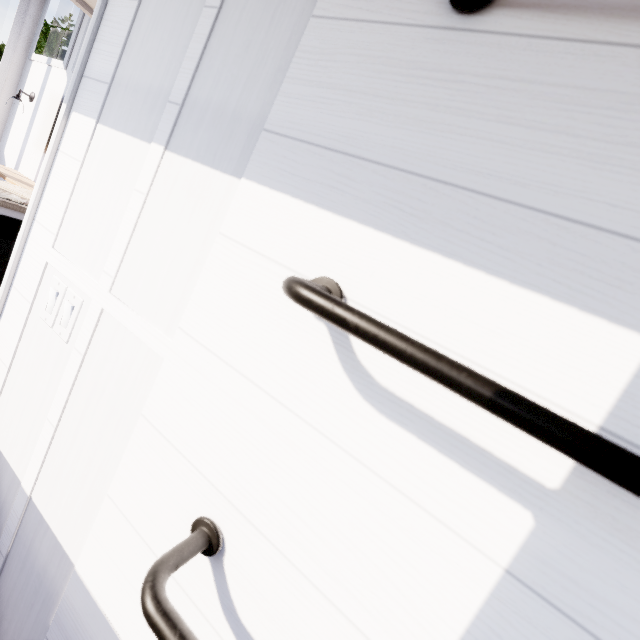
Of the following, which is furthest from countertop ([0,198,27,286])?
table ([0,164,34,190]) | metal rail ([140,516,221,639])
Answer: metal rail ([140,516,221,639])

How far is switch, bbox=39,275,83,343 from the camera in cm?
86

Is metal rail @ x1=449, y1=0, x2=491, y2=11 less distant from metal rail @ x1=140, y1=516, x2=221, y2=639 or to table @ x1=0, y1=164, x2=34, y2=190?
metal rail @ x1=140, y1=516, x2=221, y2=639

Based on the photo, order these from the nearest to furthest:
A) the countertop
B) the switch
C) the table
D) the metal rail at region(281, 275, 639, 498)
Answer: the metal rail at region(281, 275, 639, 498)
the switch
the countertop
the table

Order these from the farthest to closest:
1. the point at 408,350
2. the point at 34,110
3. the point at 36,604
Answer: the point at 34,110
the point at 36,604
the point at 408,350

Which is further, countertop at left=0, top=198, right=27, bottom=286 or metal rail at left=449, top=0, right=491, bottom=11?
countertop at left=0, top=198, right=27, bottom=286

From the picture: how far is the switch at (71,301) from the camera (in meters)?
0.86

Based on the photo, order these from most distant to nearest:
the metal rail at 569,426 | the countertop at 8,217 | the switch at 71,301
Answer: the countertop at 8,217
the switch at 71,301
the metal rail at 569,426
